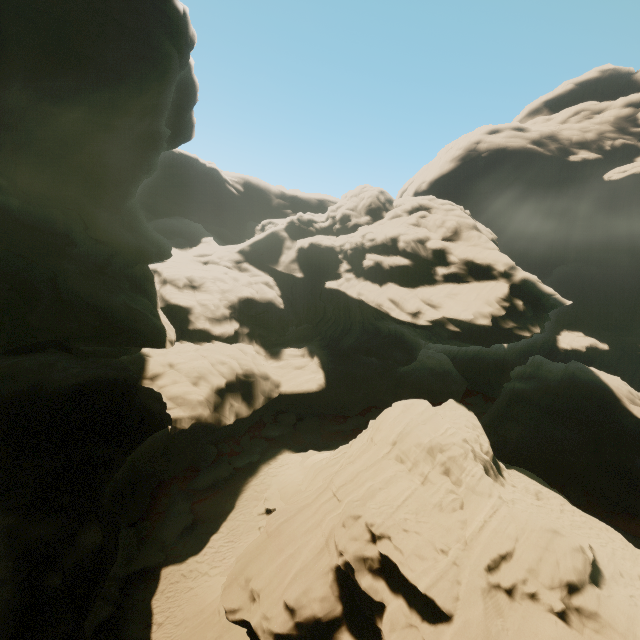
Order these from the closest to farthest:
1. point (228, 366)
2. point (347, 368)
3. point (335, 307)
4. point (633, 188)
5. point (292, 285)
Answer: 1. point (228, 366)
2. point (347, 368)
3. point (335, 307)
4. point (292, 285)
5. point (633, 188)
